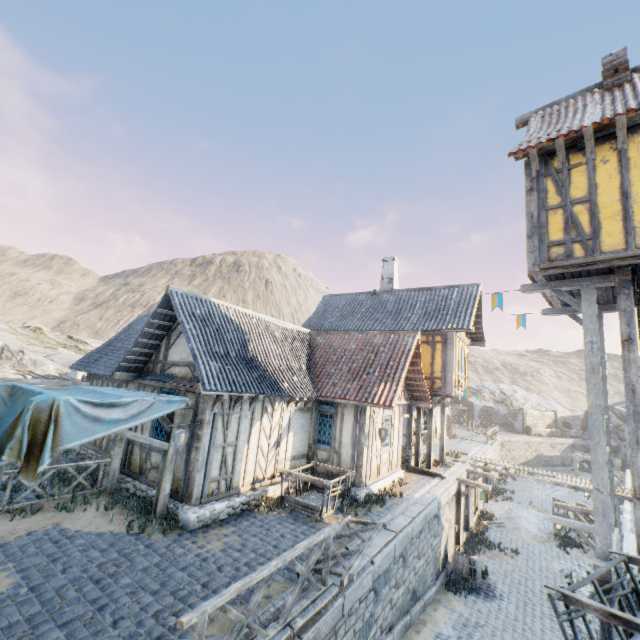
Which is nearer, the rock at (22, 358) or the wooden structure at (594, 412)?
the wooden structure at (594, 412)

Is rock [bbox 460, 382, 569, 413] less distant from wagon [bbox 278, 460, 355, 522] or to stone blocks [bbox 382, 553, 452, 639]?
stone blocks [bbox 382, 553, 452, 639]

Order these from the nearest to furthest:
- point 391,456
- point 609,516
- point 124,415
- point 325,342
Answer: point 609,516 < point 124,415 < point 391,456 < point 325,342

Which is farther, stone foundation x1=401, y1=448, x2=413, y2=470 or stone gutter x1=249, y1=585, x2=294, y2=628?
stone foundation x1=401, y1=448, x2=413, y2=470

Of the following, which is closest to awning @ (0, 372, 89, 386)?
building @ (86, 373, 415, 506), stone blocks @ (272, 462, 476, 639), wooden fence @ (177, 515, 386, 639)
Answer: stone blocks @ (272, 462, 476, 639)

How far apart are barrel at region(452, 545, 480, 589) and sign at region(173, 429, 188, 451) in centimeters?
1167cm

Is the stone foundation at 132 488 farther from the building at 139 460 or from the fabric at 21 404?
the fabric at 21 404

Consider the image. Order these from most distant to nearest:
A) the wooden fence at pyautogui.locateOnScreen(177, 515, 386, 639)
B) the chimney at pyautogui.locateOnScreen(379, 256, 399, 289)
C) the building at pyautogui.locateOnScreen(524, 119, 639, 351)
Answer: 1. the chimney at pyautogui.locateOnScreen(379, 256, 399, 289)
2. the building at pyautogui.locateOnScreen(524, 119, 639, 351)
3. the wooden fence at pyautogui.locateOnScreen(177, 515, 386, 639)
